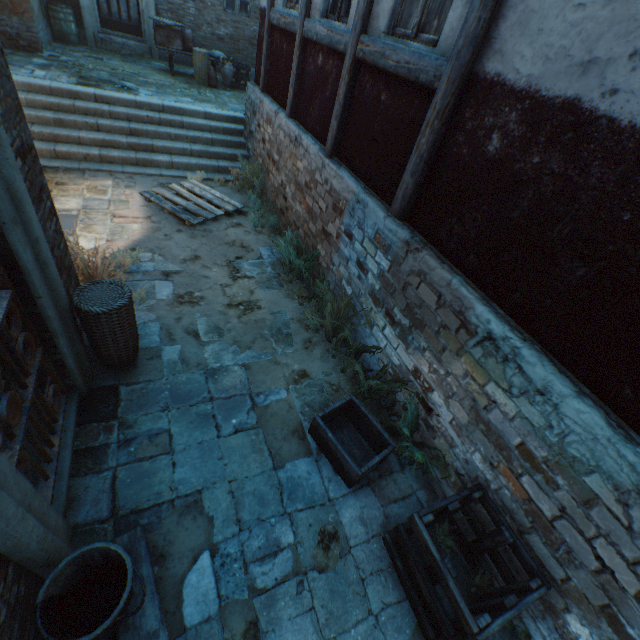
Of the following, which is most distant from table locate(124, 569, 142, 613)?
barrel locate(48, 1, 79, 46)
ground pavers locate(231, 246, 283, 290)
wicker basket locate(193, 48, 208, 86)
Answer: barrel locate(48, 1, 79, 46)

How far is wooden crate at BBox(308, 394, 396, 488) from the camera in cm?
324

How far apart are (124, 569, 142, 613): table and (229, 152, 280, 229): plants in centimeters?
680cm

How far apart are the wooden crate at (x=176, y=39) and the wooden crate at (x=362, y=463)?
12.6m

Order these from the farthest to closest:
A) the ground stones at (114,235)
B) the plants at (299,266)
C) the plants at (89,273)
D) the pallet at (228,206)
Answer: the pallet at (228,206)
the ground stones at (114,235)
the plants at (89,273)
the plants at (299,266)

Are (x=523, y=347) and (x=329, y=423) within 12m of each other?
yes

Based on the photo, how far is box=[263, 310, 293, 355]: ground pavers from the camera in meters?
4.5

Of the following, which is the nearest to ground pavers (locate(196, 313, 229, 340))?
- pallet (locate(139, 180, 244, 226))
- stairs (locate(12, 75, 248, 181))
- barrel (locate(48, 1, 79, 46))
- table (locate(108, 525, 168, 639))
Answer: table (locate(108, 525, 168, 639))
